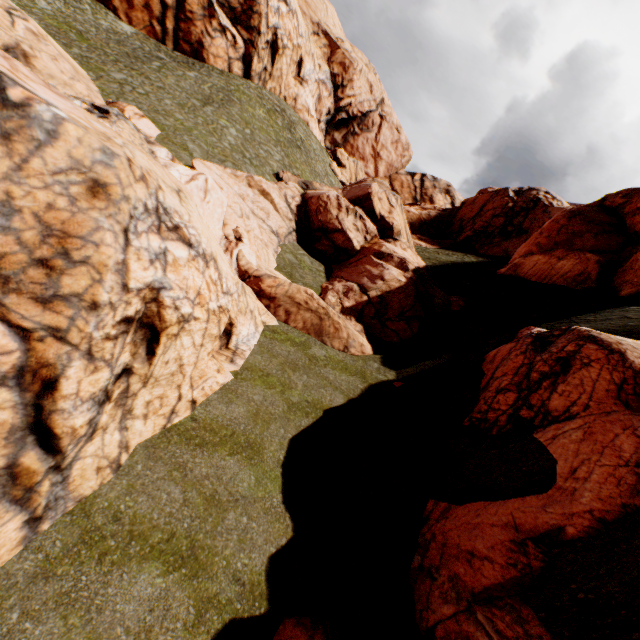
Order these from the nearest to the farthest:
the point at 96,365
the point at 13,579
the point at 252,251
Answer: the point at 13,579, the point at 96,365, the point at 252,251

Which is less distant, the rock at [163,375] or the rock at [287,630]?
the rock at [163,375]

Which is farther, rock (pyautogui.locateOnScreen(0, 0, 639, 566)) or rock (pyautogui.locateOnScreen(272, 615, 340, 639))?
rock (pyautogui.locateOnScreen(272, 615, 340, 639))

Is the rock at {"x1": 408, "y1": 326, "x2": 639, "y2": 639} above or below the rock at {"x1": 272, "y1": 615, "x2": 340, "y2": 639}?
above
